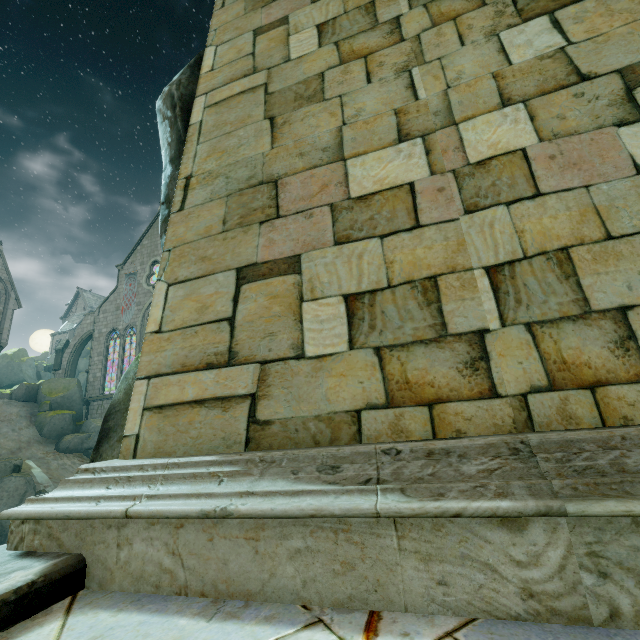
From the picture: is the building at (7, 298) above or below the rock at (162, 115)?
above

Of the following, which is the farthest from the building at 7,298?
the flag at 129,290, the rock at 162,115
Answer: the rock at 162,115

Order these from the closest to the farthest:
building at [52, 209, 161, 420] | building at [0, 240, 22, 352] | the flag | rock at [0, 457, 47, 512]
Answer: rock at [0, 457, 47, 512] → building at [0, 240, 22, 352] → building at [52, 209, 161, 420] → the flag

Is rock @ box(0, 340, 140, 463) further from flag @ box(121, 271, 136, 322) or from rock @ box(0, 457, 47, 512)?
flag @ box(121, 271, 136, 322)

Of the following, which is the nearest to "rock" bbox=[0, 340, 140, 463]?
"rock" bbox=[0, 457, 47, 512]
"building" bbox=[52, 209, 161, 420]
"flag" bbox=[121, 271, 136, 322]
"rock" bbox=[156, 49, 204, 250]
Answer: "building" bbox=[52, 209, 161, 420]

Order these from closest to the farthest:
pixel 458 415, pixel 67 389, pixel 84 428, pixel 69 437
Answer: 1. pixel 458 415
2. pixel 69 437
3. pixel 84 428
4. pixel 67 389

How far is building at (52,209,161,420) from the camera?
32.1 meters

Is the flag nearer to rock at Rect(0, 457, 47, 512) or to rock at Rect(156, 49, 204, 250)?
rock at Rect(0, 457, 47, 512)
